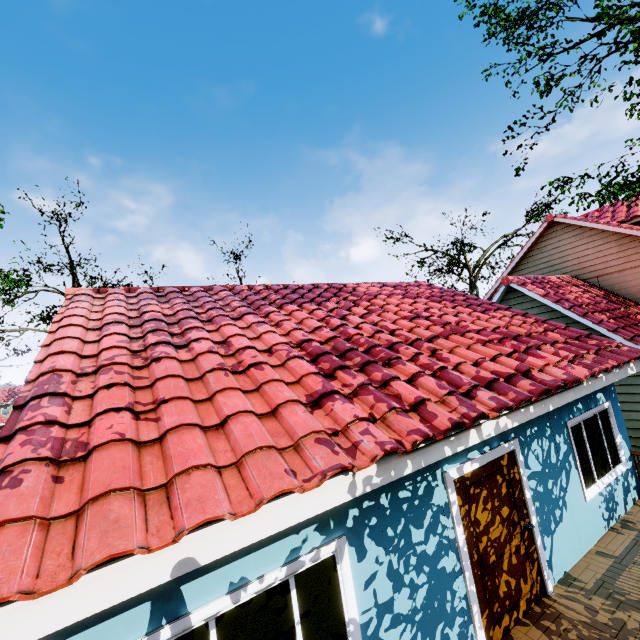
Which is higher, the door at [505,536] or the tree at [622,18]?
the tree at [622,18]

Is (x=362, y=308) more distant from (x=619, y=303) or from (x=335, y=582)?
(x=619, y=303)

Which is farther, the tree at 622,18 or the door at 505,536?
the tree at 622,18

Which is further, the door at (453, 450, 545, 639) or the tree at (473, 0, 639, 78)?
the tree at (473, 0, 639, 78)

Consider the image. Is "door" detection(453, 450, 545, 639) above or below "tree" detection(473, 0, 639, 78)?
below
